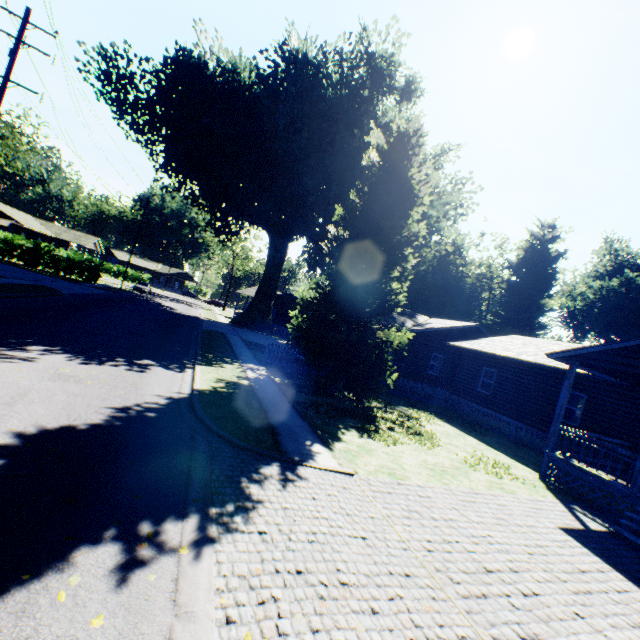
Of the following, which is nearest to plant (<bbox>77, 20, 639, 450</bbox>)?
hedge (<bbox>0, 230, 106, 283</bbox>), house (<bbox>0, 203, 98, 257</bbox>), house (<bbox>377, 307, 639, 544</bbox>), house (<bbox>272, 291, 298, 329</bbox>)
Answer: house (<bbox>272, 291, 298, 329</bbox>)

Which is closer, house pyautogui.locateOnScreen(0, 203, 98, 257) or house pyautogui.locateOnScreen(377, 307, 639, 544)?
house pyautogui.locateOnScreen(377, 307, 639, 544)

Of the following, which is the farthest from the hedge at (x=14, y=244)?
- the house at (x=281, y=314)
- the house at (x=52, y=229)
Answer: the house at (x=281, y=314)

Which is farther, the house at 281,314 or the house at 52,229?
the house at 281,314

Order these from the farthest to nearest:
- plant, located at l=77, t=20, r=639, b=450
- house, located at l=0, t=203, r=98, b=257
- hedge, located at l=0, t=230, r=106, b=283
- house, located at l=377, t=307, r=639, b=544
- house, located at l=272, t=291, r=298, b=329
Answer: house, located at l=272, t=291, r=298, b=329 → house, located at l=0, t=203, r=98, b=257 → hedge, located at l=0, t=230, r=106, b=283 → plant, located at l=77, t=20, r=639, b=450 → house, located at l=377, t=307, r=639, b=544

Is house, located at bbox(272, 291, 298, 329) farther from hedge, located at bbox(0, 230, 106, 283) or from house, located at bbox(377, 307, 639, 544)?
hedge, located at bbox(0, 230, 106, 283)

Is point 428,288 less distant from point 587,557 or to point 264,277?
point 264,277

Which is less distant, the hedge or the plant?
the plant
